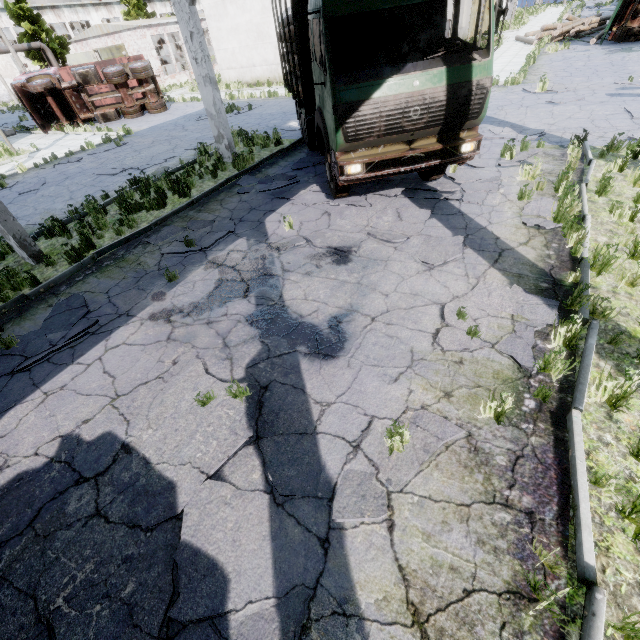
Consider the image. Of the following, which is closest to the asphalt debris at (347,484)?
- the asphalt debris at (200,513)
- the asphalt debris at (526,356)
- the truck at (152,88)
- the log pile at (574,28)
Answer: the asphalt debris at (200,513)

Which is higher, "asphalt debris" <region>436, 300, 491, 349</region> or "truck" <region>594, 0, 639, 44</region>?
"truck" <region>594, 0, 639, 44</region>

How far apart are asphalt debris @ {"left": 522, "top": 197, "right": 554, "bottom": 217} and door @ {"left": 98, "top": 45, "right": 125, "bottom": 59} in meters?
41.6 m

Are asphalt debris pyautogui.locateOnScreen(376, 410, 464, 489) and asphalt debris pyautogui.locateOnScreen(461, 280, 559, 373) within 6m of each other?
yes

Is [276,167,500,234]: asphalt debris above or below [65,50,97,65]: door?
below

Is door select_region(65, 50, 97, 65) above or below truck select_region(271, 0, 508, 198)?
above

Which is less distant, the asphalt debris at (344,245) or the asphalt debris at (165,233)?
the asphalt debris at (344,245)

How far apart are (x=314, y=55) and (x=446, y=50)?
2.49m
